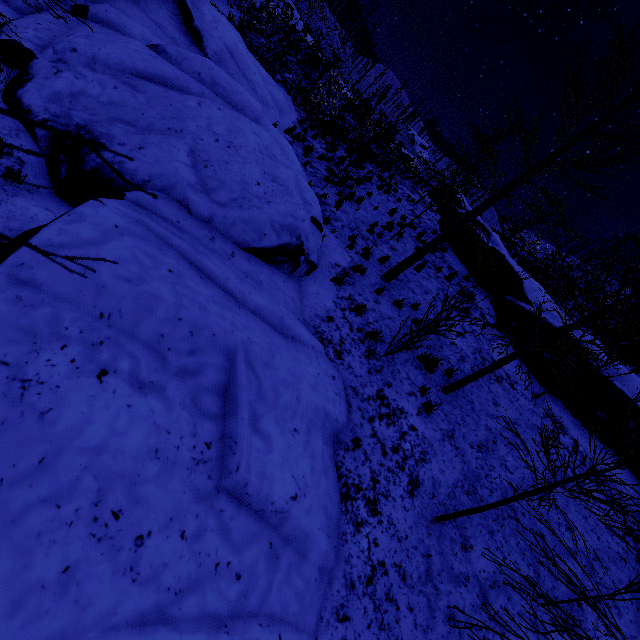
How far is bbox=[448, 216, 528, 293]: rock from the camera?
13.8 meters

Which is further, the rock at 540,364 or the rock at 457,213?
the rock at 457,213

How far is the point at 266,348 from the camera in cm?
491

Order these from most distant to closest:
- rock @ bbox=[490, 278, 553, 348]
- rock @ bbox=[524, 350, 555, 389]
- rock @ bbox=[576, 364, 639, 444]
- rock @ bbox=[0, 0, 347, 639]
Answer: rock @ bbox=[490, 278, 553, 348] < rock @ bbox=[524, 350, 555, 389] < rock @ bbox=[576, 364, 639, 444] < rock @ bbox=[0, 0, 347, 639]

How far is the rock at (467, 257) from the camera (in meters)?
13.78

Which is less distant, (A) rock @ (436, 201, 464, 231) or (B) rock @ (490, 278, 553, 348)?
(B) rock @ (490, 278, 553, 348)
